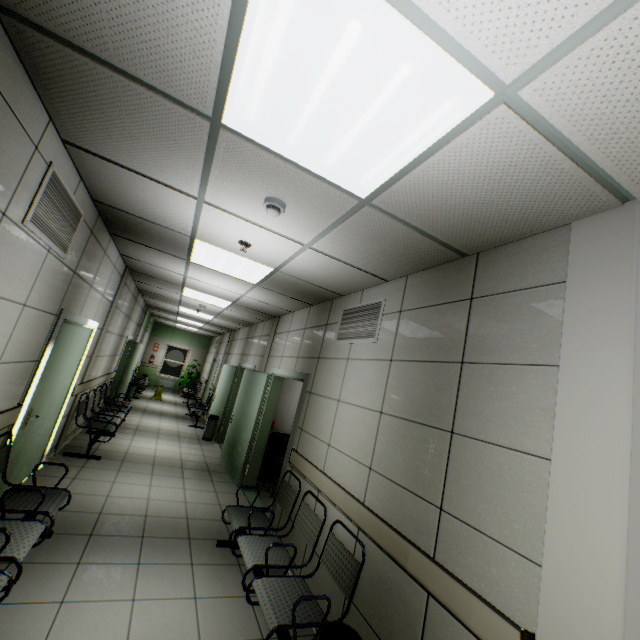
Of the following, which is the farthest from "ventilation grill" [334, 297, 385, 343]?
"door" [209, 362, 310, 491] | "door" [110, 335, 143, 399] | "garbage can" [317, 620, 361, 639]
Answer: "door" [110, 335, 143, 399]

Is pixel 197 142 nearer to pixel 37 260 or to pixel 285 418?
pixel 37 260

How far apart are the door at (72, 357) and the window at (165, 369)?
13.00m

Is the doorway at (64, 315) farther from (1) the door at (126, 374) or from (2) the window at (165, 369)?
(2) the window at (165, 369)

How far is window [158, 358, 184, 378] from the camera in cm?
1681

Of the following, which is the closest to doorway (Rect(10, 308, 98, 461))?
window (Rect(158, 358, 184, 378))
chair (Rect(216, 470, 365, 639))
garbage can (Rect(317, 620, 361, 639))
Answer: chair (Rect(216, 470, 365, 639))

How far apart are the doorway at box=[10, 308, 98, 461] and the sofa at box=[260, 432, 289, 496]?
3.4 meters

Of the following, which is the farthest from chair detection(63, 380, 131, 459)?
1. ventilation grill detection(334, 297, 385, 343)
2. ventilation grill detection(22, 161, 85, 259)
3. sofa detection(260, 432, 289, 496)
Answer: ventilation grill detection(334, 297, 385, 343)
